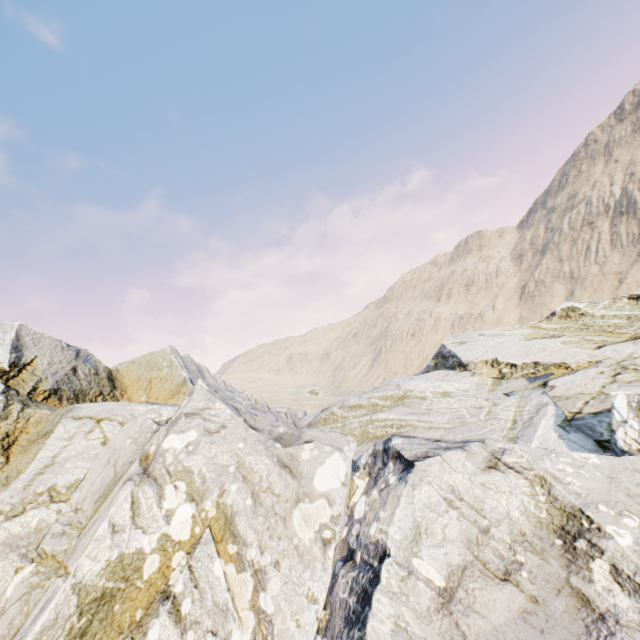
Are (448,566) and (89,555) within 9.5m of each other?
yes
